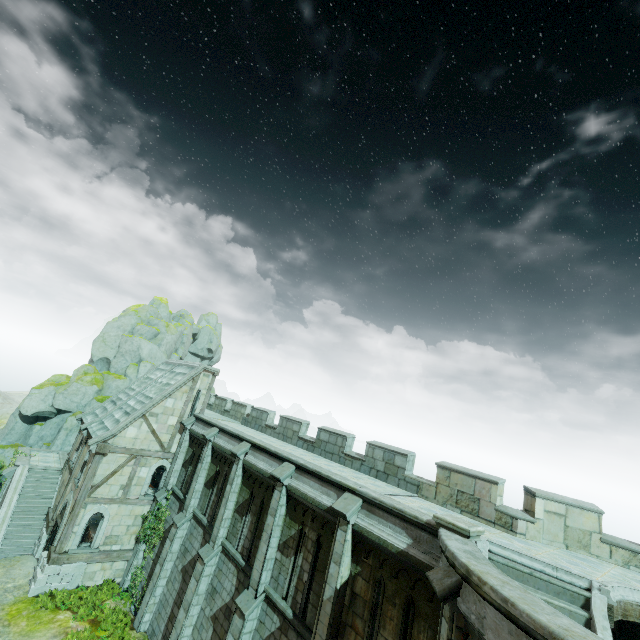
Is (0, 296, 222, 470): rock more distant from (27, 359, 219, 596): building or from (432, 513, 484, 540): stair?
(432, 513, 484, 540): stair

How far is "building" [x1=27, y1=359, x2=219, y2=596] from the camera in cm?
1750

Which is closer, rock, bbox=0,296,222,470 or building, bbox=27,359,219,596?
building, bbox=27,359,219,596

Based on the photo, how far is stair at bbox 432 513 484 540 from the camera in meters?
7.9

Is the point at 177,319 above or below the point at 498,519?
above

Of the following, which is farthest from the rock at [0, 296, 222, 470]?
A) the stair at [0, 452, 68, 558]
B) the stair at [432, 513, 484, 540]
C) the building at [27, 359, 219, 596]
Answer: the stair at [432, 513, 484, 540]

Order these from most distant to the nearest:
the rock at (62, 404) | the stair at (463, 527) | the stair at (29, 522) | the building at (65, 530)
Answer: the rock at (62, 404)
the stair at (29, 522)
the building at (65, 530)
the stair at (463, 527)

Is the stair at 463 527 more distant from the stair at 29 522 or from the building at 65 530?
the stair at 29 522
